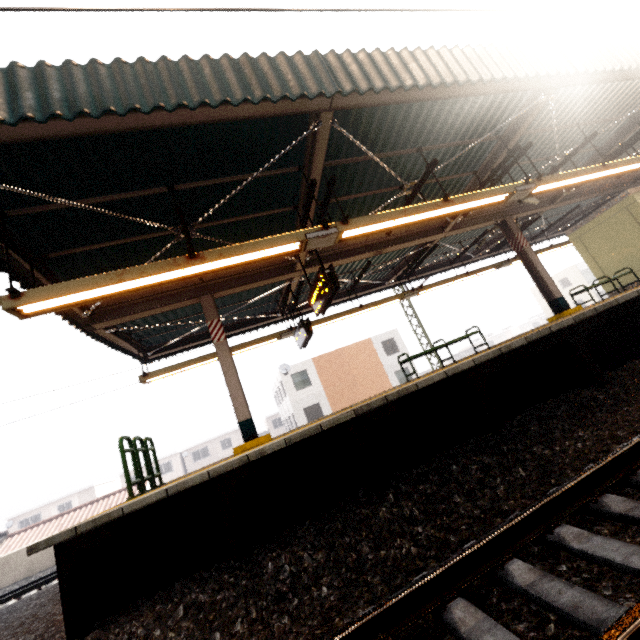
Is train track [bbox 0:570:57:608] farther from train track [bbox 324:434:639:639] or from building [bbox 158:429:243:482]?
building [bbox 158:429:243:482]

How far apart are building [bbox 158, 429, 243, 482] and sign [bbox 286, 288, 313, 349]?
42.9 meters

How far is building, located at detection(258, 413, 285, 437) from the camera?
49.19m

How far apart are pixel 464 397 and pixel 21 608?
9.8m

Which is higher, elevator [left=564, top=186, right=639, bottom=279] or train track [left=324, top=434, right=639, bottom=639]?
elevator [left=564, top=186, right=639, bottom=279]

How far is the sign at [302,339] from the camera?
8.8 meters

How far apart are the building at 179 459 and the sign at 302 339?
42.94m

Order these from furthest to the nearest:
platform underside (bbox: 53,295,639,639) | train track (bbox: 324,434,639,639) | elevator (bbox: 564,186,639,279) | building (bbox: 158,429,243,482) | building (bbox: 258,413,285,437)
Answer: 1. building (bbox: 258,413,285,437)
2. building (bbox: 158,429,243,482)
3. elevator (bbox: 564,186,639,279)
4. platform underside (bbox: 53,295,639,639)
5. train track (bbox: 324,434,639,639)
